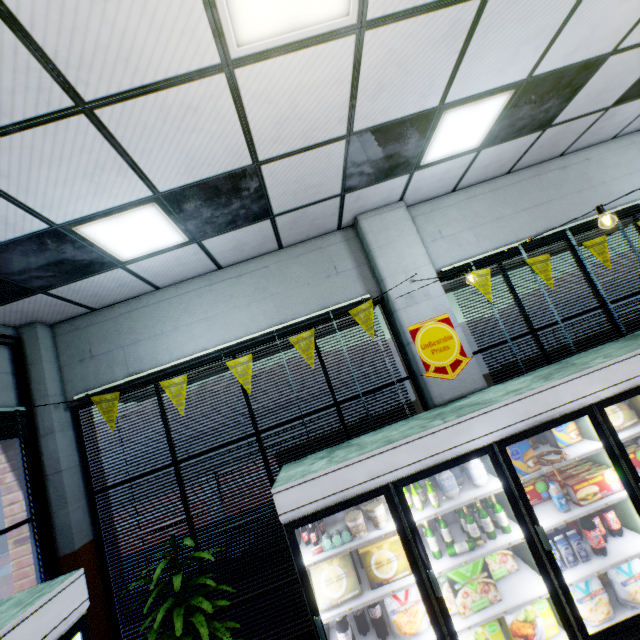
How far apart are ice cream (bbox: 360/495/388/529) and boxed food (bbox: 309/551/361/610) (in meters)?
0.36

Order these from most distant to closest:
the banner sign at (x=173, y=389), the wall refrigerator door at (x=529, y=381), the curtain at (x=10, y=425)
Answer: the banner sign at (x=173, y=389) → the curtain at (x=10, y=425) → the wall refrigerator door at (x=529, y=381)

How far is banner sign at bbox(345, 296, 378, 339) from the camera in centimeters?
406cm

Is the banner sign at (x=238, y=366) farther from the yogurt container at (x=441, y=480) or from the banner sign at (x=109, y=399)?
the yogurt container at (x=441, y=480)

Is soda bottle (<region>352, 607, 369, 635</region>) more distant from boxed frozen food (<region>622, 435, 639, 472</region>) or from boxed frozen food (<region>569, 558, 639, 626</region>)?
boxed frozen food (<region>622, 435, 639, 472</region>)

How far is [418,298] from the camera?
4.2m

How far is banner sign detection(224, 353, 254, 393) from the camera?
3.9 meters

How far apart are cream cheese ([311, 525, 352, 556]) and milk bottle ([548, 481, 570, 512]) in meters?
1.9 m
